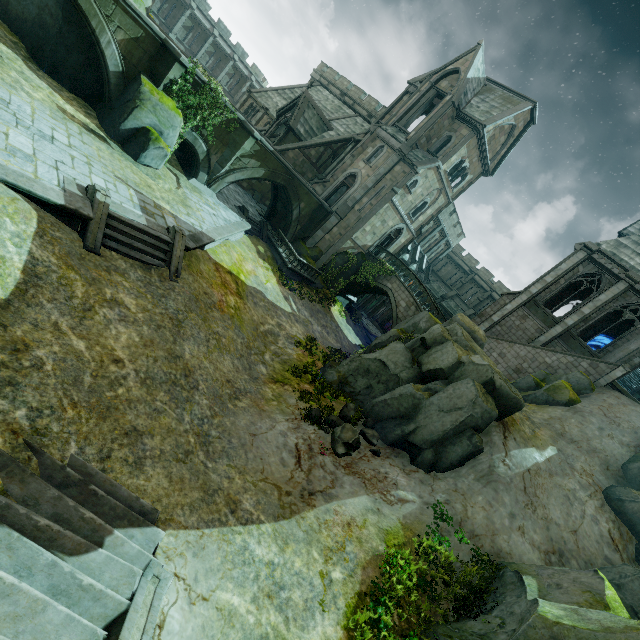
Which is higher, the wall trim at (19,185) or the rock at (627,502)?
the rock at (627,502)

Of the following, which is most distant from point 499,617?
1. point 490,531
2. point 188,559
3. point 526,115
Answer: point 526,115

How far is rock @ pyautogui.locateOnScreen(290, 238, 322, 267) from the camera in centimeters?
2775cm

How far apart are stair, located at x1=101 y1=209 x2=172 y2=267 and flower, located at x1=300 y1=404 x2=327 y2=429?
7.9m

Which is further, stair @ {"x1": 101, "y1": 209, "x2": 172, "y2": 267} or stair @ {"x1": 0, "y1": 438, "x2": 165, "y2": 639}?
stair @ {"x1": 101, "y1": 209, "x2": 172, "y2": 267}

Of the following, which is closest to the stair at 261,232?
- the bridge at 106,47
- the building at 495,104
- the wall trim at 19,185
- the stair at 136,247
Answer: the wall trim at 19,185

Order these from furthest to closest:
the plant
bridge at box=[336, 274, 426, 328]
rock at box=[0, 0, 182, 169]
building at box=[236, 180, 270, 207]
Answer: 1. building at box=[236, 180, 270, 207]
2. bridge at box=[336, 274, 426, 328]
3. the plant
4. rock at box=[0, 0, 182, 169]

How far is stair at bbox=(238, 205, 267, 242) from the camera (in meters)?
24.80
